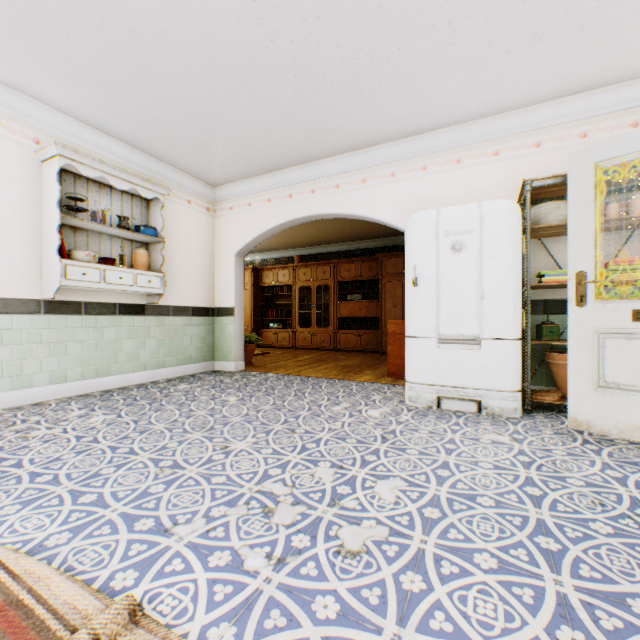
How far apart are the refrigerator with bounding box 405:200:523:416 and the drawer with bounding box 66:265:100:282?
3.3m

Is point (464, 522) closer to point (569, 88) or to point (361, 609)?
point (361, 609)

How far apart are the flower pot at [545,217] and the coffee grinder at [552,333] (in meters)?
0.94

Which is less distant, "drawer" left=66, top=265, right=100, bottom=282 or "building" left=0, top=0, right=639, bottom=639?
"building" left=0, top=0, right=639, bottom=639

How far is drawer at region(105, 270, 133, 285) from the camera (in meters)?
3.77

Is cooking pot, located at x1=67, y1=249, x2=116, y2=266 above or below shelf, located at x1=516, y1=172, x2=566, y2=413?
below

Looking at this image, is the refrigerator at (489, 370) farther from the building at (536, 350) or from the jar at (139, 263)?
the jar at (139, 263)
